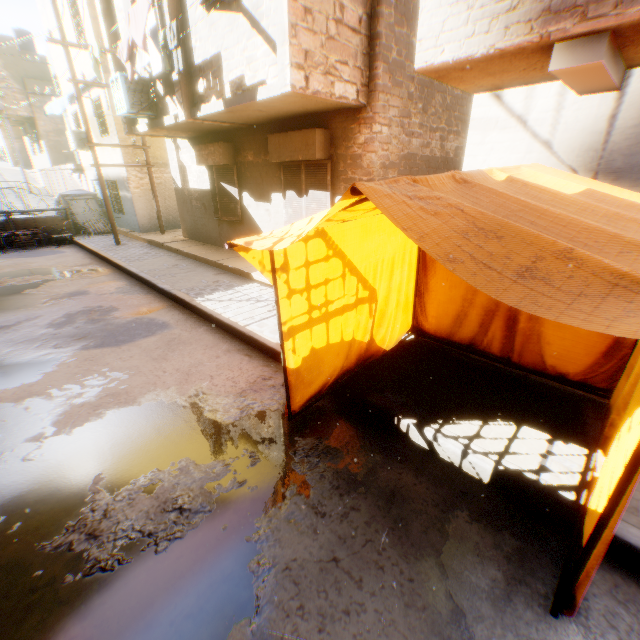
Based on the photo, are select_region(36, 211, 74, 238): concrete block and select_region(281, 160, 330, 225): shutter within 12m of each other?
no

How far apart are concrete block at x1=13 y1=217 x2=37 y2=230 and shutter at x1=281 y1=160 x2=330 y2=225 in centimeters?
1301cm

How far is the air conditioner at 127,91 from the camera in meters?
7.8

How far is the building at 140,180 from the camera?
13.70m

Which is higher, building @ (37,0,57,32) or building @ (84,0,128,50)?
building @ (37,0,57,32)

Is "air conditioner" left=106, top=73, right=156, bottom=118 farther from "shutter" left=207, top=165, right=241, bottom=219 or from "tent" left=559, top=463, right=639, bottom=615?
"tent" left=559, top=463, right=639, bottom=615

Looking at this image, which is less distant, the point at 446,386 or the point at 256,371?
the point at 446,386

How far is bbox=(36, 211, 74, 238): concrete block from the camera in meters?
14.7
